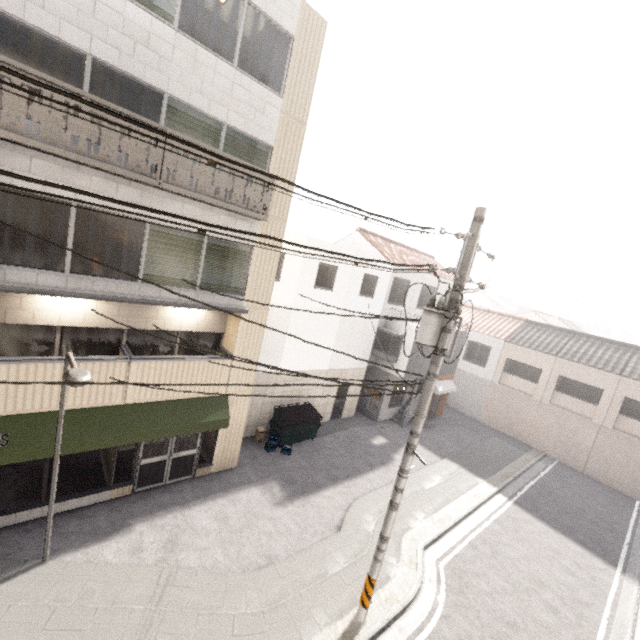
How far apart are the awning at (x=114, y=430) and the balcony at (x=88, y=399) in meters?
0.0

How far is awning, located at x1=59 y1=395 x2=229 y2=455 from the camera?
8.01m

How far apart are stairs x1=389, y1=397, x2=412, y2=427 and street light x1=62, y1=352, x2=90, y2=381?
15.9m

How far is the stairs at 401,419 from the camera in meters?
18.7

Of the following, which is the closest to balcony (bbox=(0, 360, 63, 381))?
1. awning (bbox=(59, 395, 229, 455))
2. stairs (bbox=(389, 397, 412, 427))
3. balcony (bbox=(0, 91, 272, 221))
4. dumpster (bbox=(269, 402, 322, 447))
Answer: awning (bbox=(59, 395, 229, 455))

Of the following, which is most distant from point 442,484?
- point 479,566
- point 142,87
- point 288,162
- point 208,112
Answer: point 142,87

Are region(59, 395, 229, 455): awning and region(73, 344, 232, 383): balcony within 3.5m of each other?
yes

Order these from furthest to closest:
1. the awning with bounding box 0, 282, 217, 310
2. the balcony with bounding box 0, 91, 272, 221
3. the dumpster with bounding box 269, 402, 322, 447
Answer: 1. the dumpster with bounding box 269, 402, 322, 447
2. the awning with bounding box 0, 282, 217, 310
3. the balcony with bounding box 0, 91, 272, 221
